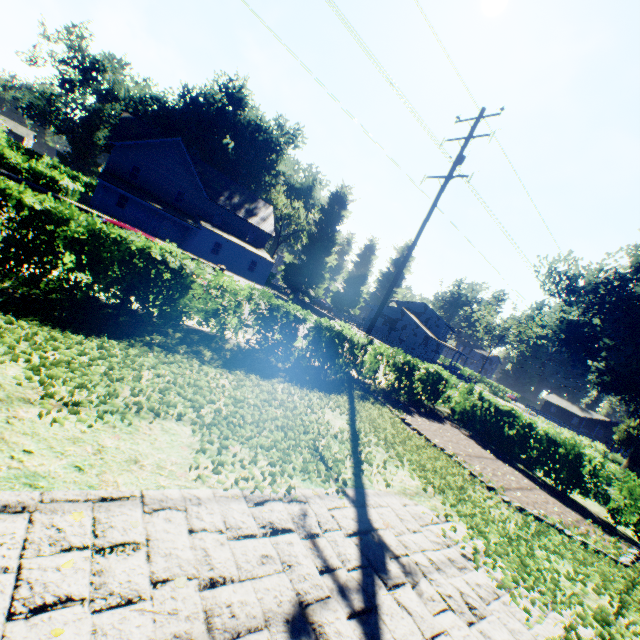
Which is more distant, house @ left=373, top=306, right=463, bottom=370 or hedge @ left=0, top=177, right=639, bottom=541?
house @ left=373, top=306, right=463, bottom=370

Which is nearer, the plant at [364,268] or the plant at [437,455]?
the plant at [437,455]

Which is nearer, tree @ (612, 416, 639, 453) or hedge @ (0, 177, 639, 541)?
hedge @ (0, 177, 639, 541)

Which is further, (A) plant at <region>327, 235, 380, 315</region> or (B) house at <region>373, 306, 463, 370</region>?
(A) plant at <region>327, 235, 380, 315</region>

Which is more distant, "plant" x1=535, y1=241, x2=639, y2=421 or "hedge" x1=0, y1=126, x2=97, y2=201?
"plant" x1=535, y1=241, x2=639, y2=421

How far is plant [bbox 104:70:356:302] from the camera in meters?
39.0 m

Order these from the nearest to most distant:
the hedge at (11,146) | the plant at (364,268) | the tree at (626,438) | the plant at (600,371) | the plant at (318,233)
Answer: the hedge at (11,146) < the plant at (600,371) < the plant at (318,233) < the tree at (626,438) < the plant at (364,268)

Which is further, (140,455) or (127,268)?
(127,268)
